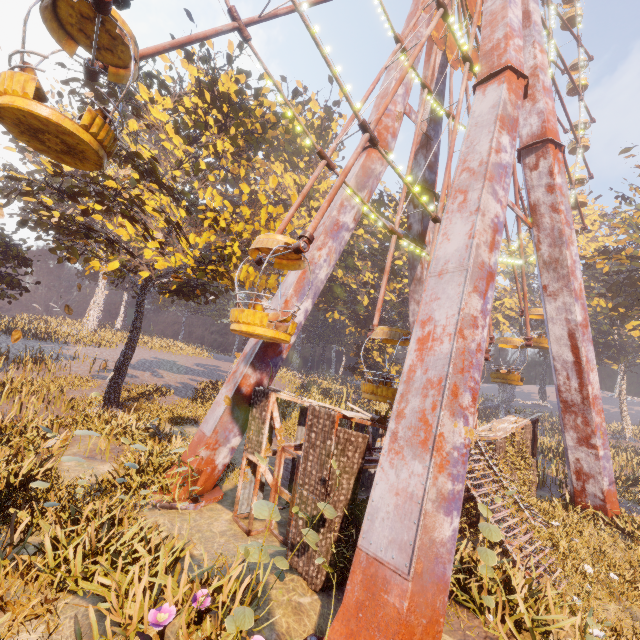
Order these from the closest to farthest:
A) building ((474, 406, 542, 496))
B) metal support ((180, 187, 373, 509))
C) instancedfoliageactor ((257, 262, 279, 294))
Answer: metal support ((180, 187, 373, 509))
building ((474, 406, 542, 496))
instancedfoliageactor ((257, 262, 279, 294))

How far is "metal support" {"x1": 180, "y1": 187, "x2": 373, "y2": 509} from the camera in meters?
11.0 m

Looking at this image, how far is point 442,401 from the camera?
5.95m

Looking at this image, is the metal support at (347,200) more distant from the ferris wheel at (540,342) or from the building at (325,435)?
the building at (325,435)

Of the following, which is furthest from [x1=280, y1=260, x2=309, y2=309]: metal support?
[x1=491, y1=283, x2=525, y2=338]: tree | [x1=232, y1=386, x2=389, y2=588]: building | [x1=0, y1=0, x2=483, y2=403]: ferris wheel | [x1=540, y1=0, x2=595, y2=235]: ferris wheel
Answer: [x1=491, y1=283, x2=525, y2=338]: tree

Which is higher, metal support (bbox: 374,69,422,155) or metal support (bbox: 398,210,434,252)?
metal support (bbox: 374,69,422,155)

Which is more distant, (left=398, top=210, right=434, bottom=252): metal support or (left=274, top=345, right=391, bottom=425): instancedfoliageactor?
(left=398, top=210, right=434, bottom=252): metal support

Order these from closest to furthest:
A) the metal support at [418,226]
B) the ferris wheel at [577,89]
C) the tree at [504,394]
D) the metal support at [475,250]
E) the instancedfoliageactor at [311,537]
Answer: the instancedfoliageactor at [311,537] → the metal support at [475,250] → the metal support at [418,226] → the ferris wheel at [577,89] → the tree at [504,394]
